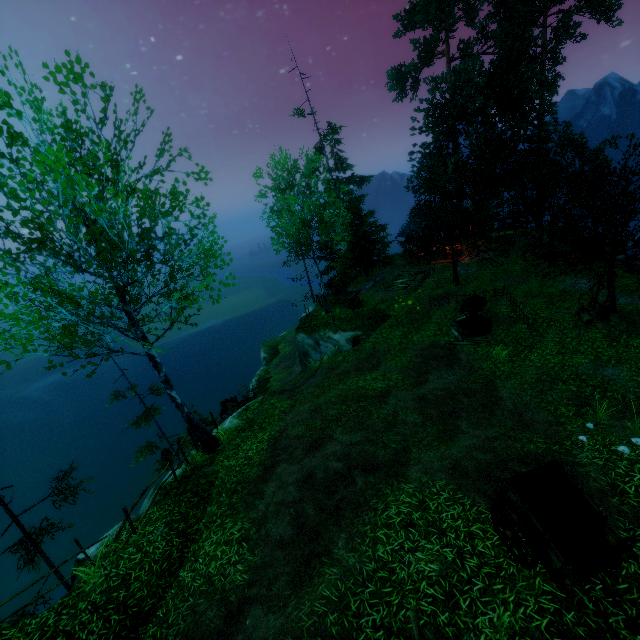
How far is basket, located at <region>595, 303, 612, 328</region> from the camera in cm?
1350

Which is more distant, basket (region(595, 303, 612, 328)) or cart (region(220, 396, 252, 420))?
A: cart (region(220, 396, 252, 420))

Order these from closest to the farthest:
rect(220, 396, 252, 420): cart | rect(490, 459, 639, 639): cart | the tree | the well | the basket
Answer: rect(490, 459, 639, 639): cart
the basket
the tree
the well
rect(220, 396, 252, 420): cart

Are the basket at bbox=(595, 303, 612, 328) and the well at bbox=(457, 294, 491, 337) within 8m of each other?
yes

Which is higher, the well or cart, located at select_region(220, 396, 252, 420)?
the well

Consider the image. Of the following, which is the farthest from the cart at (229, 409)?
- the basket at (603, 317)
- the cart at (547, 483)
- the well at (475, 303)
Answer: the basket at (603, 317)

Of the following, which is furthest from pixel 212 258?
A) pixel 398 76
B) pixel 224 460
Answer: pixel 398 76

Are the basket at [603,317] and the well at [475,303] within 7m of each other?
yes
